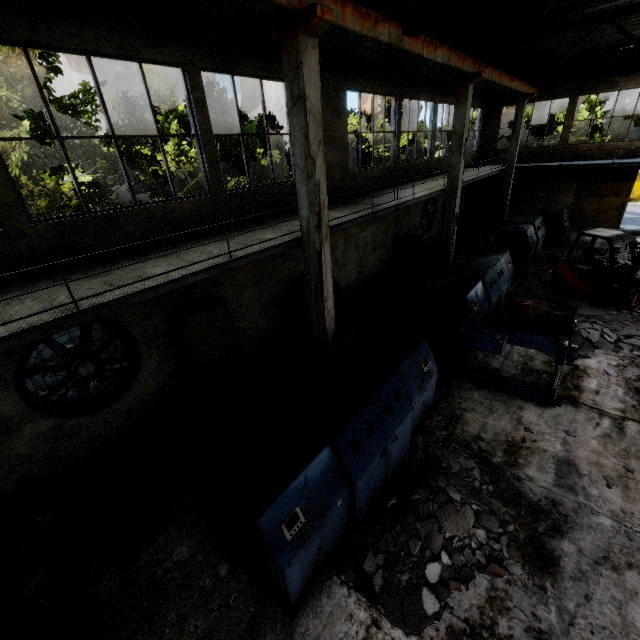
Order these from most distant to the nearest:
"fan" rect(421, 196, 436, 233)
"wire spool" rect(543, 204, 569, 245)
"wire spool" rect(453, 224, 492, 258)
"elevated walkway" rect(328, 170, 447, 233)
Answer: "fan" rect(421, 196, 436, 233)
"wire spool" rect(543, 204, 569, 245)
"wire spool" rect(453, 224, 492, 258)
"elevated walkway" rect(328, 170, 447, 233)

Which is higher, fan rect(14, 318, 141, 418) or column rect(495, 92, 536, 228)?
column rect(495, 92, 536, 228)

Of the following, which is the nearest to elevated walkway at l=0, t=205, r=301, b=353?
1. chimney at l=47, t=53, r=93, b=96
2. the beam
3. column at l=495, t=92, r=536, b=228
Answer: column at l=495, t=92, r=536, b=228

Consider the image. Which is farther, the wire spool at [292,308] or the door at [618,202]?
the door at [618,202]

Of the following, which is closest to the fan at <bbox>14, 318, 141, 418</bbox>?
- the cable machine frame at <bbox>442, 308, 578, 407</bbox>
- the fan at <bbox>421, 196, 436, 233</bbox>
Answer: the cable machine frame at <bbox>442, 308, 578, 407</bbox>

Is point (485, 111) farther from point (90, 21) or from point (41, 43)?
point (41, 43)

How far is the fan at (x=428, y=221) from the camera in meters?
18.2 m

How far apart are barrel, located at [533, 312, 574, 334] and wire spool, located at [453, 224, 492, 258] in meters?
5.2 m
